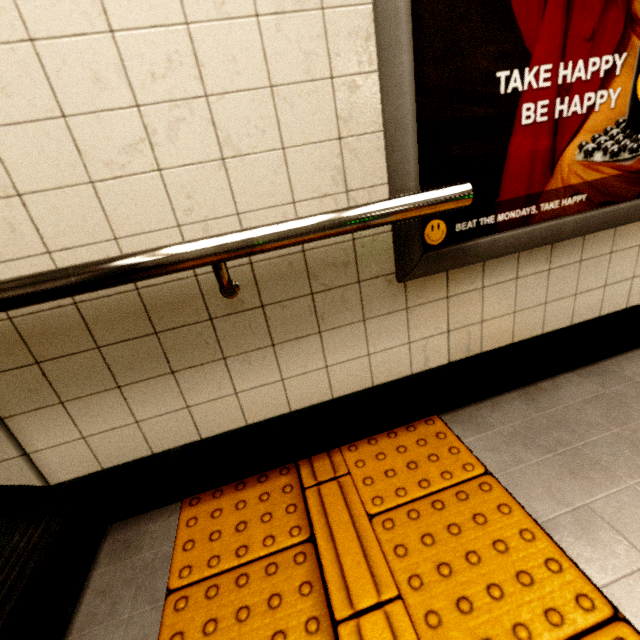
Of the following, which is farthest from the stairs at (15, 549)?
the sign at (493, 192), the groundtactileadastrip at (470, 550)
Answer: the sign at (493, 192)

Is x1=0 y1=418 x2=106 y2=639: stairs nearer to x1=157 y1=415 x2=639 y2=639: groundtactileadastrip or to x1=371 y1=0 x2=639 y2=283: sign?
x1=157 y1=415 x2=639 y2=639: groundtactileadastrip

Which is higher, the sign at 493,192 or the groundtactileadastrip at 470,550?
the sign at 493,192

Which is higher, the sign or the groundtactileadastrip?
the sign

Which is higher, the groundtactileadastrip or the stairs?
the stairs

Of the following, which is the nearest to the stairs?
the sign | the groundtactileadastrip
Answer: the groundtactileadastrip

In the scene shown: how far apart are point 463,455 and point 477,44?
1.4 meters
